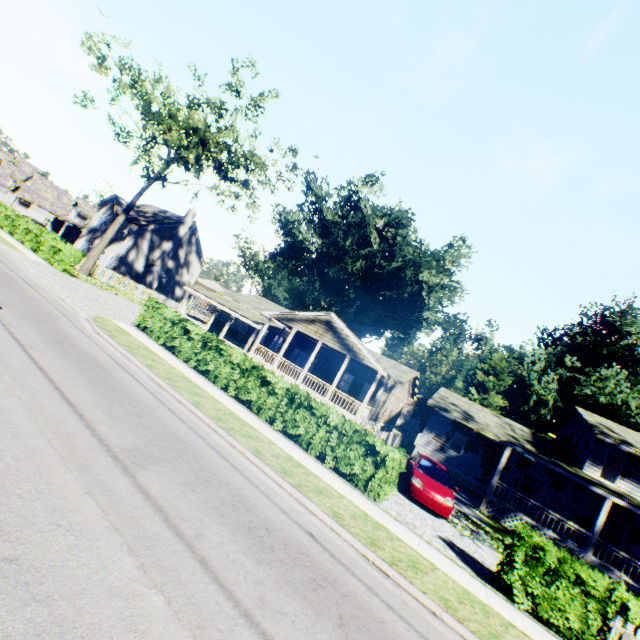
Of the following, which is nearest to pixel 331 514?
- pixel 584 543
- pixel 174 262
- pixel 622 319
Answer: pixel 584 543

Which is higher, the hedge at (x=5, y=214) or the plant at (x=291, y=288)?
the plant at (x=291, y=288)

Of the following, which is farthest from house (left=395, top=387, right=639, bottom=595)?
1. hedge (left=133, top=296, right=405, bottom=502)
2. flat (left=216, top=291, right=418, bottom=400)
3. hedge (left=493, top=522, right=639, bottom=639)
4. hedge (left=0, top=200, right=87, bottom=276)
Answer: hedge (left=0, top=200, right=87, bottom=276)

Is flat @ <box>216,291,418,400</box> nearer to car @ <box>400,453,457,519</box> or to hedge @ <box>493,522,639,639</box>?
car @ <box>400,453,457,519</box>

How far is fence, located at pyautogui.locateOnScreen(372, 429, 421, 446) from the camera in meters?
19.3

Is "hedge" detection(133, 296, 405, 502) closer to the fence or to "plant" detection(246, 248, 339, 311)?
the fence

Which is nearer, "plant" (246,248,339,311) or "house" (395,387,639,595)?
"house" (395,387,639,595)

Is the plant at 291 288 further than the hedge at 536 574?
Yes
